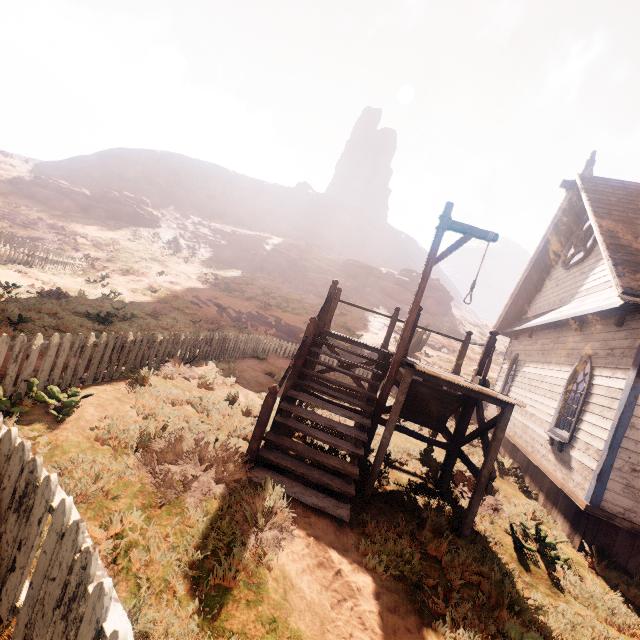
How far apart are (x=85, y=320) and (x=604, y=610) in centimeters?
1349cm

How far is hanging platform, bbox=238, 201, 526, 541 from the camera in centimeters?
475cm

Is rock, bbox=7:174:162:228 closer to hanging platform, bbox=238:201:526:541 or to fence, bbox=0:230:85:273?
fence, bbox=0:230:85:273

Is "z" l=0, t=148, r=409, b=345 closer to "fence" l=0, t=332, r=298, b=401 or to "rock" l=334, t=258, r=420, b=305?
"fence" l=0, t=332, r=298, b=401

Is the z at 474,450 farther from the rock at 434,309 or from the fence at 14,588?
the rock at 434,309

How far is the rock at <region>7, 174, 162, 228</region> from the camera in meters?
37.2

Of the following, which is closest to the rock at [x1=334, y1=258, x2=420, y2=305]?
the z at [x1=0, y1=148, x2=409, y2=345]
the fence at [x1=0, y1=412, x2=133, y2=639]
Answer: the z at [x1=0, y1=148, x2=409, y2=345]

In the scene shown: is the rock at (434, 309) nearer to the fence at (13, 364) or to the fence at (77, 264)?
the fence at (13, 364)
